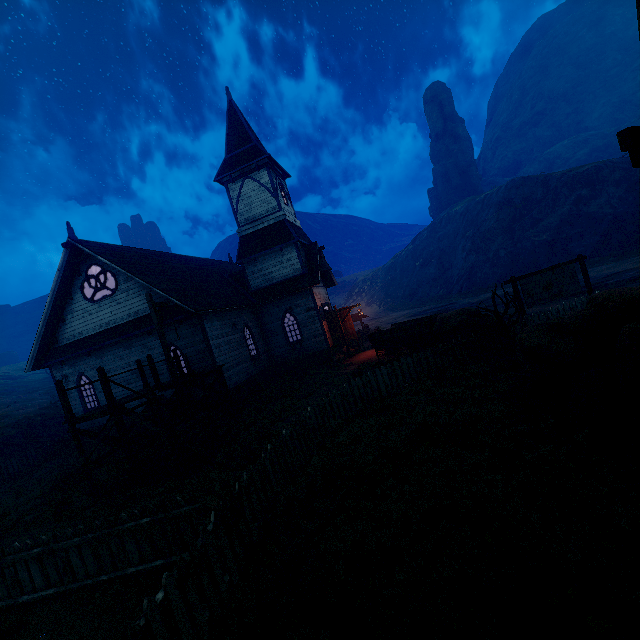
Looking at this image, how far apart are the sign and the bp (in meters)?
9.90

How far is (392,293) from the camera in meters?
58.5

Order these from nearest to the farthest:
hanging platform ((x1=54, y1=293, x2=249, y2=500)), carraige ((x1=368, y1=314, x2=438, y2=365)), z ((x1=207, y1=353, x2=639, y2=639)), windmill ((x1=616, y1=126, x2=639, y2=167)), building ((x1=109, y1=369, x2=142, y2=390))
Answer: windmill ((x1=616, y1=126, x2=639, y2=167))
z ((x1=207, y1=353, x2=639, y2=639))
hanging platform ((x1=54, y1=293, x2=249, y2=500))
carraige ((x1=368, y1=314, x2=438, y2=365))
building ((x1=109, y1=369, x2=142, y2=390))

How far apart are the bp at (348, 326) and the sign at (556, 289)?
9.90m

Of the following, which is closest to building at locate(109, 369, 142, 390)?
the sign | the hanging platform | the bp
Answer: the bp

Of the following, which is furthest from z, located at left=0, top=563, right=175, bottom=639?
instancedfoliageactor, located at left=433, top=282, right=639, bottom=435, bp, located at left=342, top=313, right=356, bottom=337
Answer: bp, located at left=342, top=313, right=356, bottom=337

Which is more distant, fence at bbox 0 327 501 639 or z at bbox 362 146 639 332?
z at bbox 362 146 639 332

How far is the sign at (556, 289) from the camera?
12.3m
